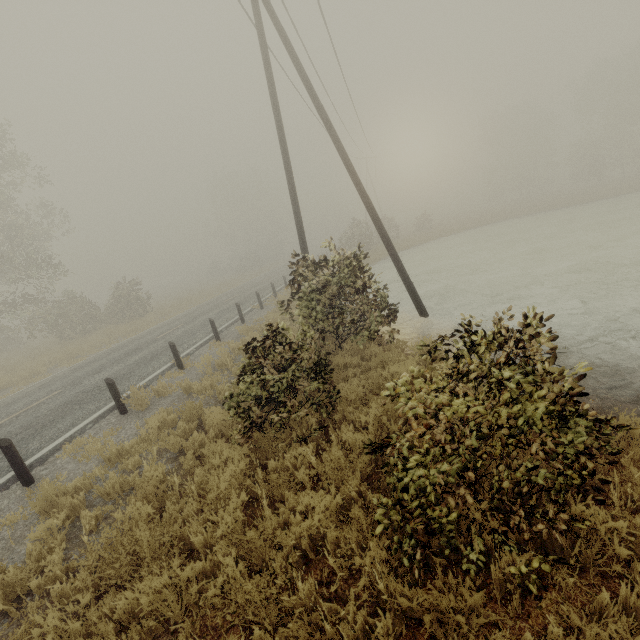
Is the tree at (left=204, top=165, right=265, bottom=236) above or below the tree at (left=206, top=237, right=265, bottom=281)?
above

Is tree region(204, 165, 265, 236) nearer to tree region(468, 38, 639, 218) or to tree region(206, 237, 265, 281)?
tree region(206, 237, 265, 281)

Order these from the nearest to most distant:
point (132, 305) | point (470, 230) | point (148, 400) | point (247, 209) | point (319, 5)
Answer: point (148, 400) < point (319, 5) < point (132, 305) < point (470, 230) < point (247, 209)

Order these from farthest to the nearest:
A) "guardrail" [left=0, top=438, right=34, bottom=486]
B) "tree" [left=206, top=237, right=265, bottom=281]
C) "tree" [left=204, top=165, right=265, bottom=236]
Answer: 1. "tree" [left=204, top=165, right=265, bottom=236]
2. "tree" [left=206, top=237, right=265, bottom=281]
3. "guardrail" [left=0, top=438, right=34, bottom=486]

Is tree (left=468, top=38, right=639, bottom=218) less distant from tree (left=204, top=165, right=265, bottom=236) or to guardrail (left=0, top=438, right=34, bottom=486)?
tree (left=204, top=165, right=265, bottom=236)

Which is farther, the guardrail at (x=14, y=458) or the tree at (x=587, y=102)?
the tree at (x=587, y=102)

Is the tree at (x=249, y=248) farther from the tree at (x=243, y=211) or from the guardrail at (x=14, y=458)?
the guardrail at (x=14, y=458)

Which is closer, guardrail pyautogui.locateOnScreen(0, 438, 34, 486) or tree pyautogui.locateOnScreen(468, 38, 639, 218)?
guardrail pyautogui.locateOnScreen(0, 438, 34, 486)
